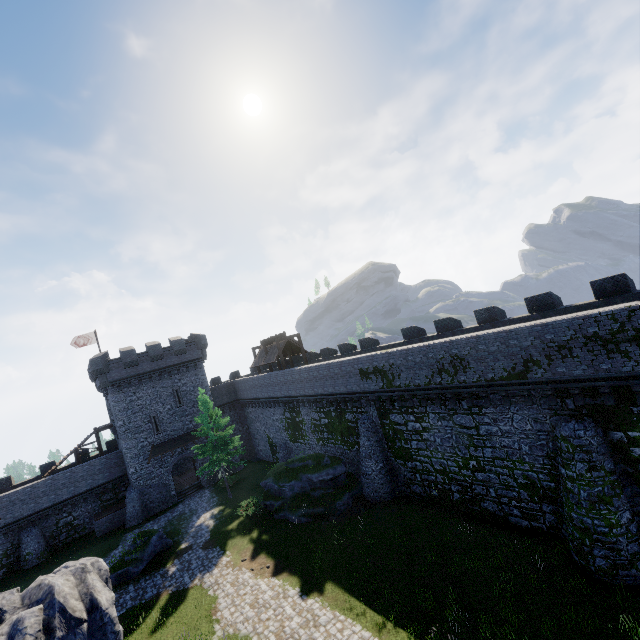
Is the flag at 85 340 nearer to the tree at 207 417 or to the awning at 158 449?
the awning at 158 449

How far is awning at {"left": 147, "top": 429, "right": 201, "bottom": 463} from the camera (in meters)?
33.75

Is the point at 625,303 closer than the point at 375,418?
Yes

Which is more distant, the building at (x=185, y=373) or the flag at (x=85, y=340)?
the flag at (x=85, y=340)

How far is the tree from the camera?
29.4m

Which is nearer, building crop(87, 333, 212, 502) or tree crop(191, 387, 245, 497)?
tree crop(191, 387, 245, 497)

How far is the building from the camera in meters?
33.1 m

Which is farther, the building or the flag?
the flag
